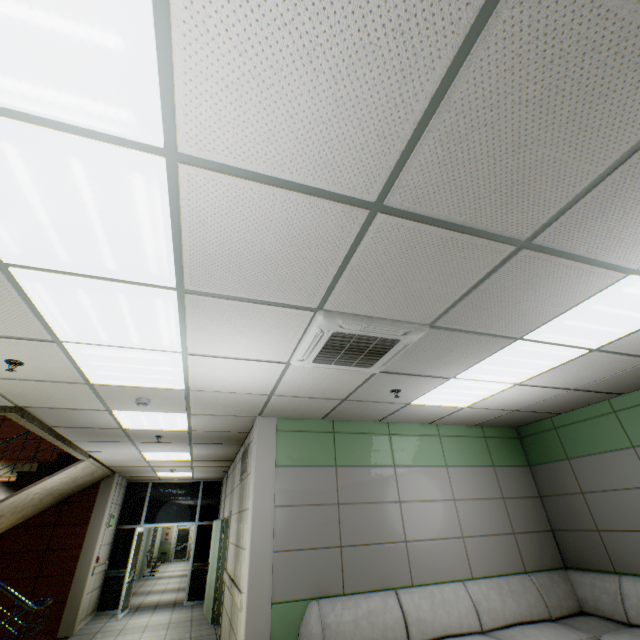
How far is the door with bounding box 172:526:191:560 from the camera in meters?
22.1 m

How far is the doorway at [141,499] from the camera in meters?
8.9

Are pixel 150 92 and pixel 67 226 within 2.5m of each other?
yes

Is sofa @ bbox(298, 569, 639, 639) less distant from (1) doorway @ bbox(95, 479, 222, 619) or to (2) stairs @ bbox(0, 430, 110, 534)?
(2) stairs @ bbox(0, 430, 110, 534)

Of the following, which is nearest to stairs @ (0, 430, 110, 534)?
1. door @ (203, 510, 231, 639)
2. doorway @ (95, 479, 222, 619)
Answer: doorway @ (95, 479, 222, 619)

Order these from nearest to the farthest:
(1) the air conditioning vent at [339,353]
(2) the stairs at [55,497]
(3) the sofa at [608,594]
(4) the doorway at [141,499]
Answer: (1) the air conditioning vent at [339,353] → (3) the sofa at [608,594] → (2) the stairs at [55,497] → (4) the doorway at [141,499]

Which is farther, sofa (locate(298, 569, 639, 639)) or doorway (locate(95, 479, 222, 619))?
doorway (locate(95, 479, 222, 619))

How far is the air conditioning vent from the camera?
2.58m
